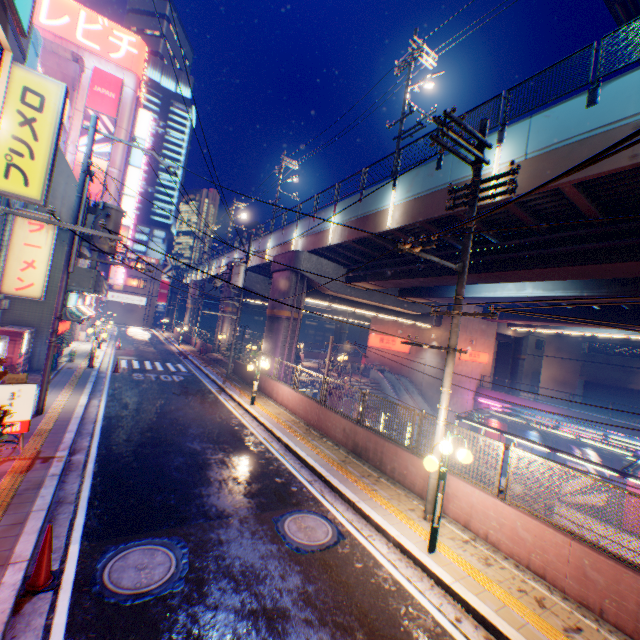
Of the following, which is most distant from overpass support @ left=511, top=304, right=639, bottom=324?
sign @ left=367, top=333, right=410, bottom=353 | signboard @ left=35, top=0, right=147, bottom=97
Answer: signboard @ left=35, top=0, right=147, bottom=97

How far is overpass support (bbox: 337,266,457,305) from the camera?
16.8 meters

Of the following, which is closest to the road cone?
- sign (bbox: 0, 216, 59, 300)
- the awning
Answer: sign (bbox: 0, 216, 59, 300)

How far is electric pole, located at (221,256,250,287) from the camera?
21.2m

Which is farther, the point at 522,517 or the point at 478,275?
the point at 478,275

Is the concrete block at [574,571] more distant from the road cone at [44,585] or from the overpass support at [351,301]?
the road cone at [44,585]

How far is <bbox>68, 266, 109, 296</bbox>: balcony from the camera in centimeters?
1642cm

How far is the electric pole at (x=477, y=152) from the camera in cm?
733
